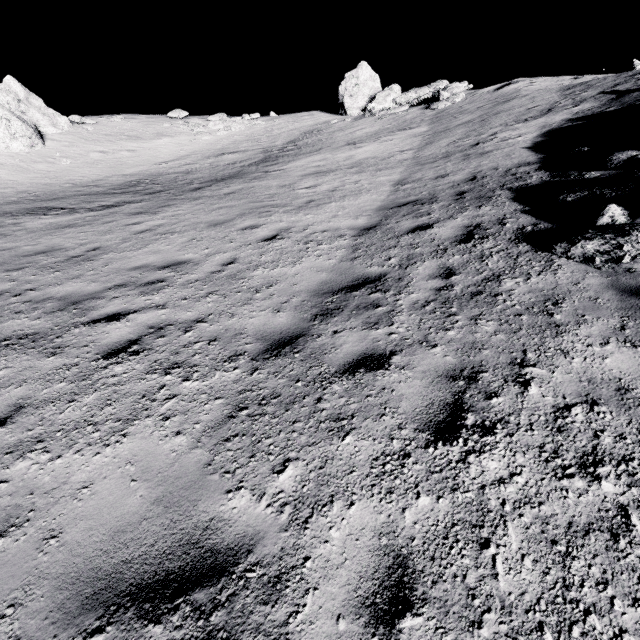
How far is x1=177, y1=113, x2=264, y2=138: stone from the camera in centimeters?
2455cm

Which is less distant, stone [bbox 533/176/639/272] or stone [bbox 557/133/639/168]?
stone [bbox 533/176/639/272]

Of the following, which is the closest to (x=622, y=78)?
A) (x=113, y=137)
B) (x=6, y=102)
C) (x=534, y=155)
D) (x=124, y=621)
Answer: (x=534, y=155)

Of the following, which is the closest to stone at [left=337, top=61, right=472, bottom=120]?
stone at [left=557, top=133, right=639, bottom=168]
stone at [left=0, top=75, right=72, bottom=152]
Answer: stone at [left=557, top=133, right=639, bottom=168]

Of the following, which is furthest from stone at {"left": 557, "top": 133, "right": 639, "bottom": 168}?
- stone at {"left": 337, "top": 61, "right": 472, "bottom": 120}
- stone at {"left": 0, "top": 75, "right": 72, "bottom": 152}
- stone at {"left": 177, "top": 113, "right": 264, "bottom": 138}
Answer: stone at {"left": 0, "top": 75, "right": 72, "bottom": 152}

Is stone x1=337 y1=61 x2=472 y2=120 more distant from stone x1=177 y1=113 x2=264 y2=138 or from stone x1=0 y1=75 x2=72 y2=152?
stone x1=0 y1=75 x2=72 y2=152

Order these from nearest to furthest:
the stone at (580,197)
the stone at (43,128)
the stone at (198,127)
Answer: the stone at (580,197) → the stone at (43,128) → the stone at (198,127)

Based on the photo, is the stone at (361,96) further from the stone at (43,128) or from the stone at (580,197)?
the stone at (43,128)
